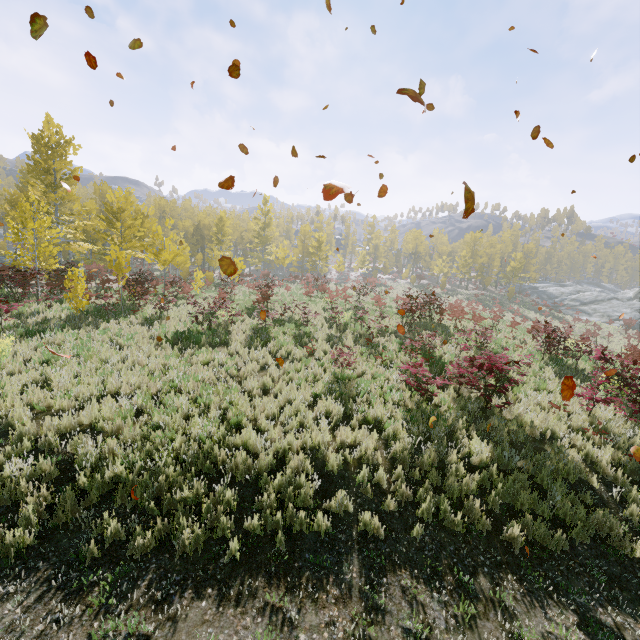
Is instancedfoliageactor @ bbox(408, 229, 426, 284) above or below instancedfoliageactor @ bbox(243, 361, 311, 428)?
above

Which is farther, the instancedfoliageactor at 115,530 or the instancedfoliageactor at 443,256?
the instancedfoliageactor at 443,256

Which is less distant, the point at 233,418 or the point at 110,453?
the point at 110,453

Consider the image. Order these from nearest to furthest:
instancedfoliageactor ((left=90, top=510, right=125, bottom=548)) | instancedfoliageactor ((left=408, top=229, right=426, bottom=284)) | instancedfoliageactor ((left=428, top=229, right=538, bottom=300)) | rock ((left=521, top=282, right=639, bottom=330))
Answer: instancedfoliageactor ((left=90, top=510, right=125, bottom=548)), rock ((left=521, top=282, right=639, bottom=330)), instancedfoliageactor ((left=428, top=229, right=538, bottom=300)), instancedfoliageactor ((left=408, top=229, right=426, bottom=284))

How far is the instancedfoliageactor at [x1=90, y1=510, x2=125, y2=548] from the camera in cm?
468

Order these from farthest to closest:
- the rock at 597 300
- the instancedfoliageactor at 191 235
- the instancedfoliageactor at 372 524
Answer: the rock at 597 300 < the instancedfoliageactor at 191 235 < the instancedfoliageactor at 372 524

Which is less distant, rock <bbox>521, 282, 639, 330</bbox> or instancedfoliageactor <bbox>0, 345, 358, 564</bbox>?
instancedfoliageactor <bbox>0, 345, 358, 564</bbox>
